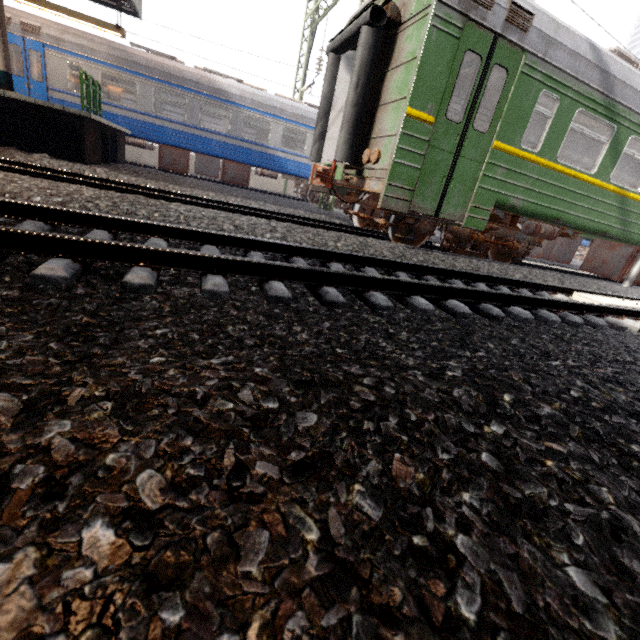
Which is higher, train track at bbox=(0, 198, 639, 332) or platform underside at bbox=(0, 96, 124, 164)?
platform underside at bbox=(0, 96, 124, 164)

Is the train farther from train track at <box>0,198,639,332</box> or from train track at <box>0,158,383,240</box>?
train track at <box>0,198,639,332</box>

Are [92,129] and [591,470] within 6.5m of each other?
no

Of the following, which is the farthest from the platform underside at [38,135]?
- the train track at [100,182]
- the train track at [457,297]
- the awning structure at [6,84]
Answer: the train track at [457,297]

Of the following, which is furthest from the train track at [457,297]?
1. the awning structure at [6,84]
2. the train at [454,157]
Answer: the awning structure at [6,84]

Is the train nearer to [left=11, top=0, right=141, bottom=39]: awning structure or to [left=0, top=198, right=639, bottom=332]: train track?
[left=0, top=198, right=639, bottom=332]: train track

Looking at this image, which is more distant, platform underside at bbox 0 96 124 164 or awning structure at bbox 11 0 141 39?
awning structure at bbox 11 0 141 39

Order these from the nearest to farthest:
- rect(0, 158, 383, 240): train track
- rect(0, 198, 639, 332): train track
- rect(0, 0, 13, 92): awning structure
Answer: rect(0, 198, 639, 332): train track → rect(0, 158, 383, 240): train track → rect(0, 0, 13, 92): awning structure
